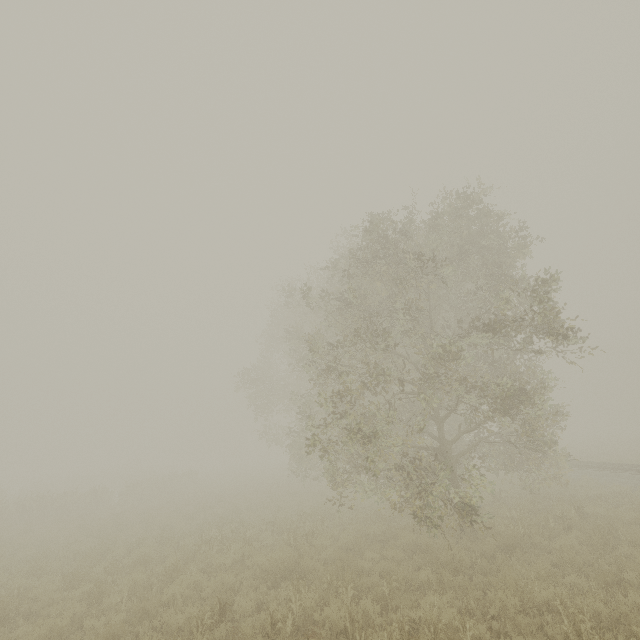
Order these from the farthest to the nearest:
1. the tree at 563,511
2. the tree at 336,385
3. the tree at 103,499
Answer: the tree at 103,499, the tree at 563,511, the tree at 336,385

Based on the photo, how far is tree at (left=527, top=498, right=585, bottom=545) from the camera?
9.70m

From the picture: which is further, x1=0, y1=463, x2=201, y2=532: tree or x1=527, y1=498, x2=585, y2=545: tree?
x1=0, y1=463, x2=201, y2=532: tree

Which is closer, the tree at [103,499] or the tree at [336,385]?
the tree at [336,385]

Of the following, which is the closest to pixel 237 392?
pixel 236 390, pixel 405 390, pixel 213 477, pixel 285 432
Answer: pixel 236 390

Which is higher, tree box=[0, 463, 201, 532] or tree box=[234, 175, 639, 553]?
tree box=[234, 175, 639, 553]

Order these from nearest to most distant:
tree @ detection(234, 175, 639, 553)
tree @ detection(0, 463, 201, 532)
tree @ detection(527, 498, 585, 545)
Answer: tree @ detection(234, 175, 639, 553), tree @ detection(527, 498, 585, 545), tree @ detection(0, 463, 201, 532)
